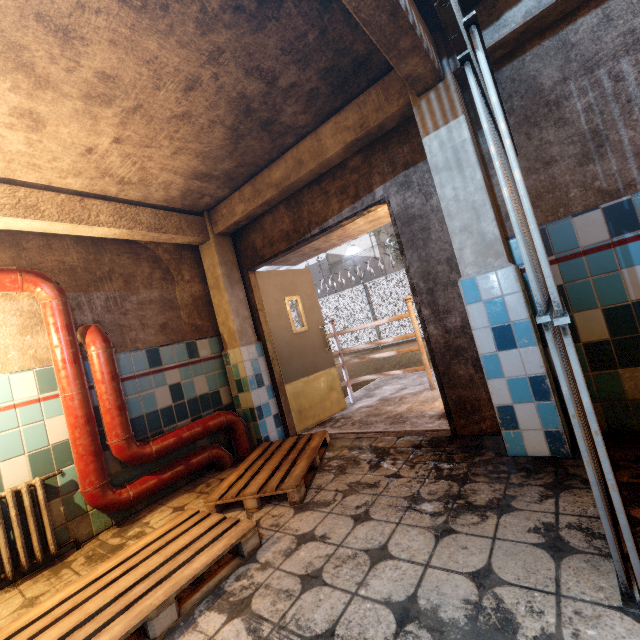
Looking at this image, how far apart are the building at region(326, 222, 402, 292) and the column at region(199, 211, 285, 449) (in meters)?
17.58

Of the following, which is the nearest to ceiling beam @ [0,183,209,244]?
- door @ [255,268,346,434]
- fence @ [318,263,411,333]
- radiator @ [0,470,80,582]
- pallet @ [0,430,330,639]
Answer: door @ [255,268,346,434]

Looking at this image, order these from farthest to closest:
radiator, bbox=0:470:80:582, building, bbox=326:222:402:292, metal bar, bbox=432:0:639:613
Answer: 1. building, bbox=326:222:402:292
2. radiator, bbox=0:470:80:582
3. metal bar, bbox=432:0:639:613

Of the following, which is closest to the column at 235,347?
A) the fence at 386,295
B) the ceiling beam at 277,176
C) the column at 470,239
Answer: the ceiling beam at 277,176

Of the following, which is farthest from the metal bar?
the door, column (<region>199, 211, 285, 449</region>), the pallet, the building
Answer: the building

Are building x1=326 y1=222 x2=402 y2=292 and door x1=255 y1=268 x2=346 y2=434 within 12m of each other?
no

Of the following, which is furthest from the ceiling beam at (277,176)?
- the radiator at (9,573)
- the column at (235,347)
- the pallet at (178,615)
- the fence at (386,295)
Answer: the fence at (386,295)

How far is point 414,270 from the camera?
2.9 meters
